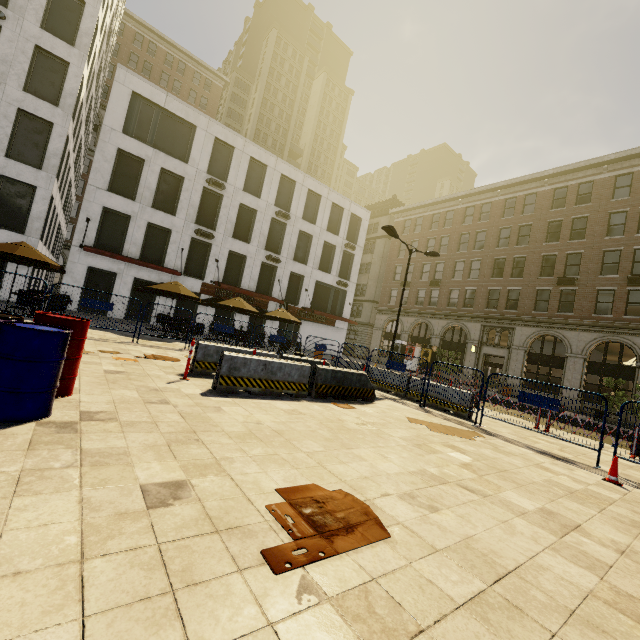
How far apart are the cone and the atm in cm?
2680

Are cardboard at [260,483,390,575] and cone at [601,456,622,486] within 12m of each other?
yes

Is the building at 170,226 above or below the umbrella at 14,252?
above

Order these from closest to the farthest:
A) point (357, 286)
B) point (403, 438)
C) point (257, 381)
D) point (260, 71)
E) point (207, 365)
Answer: point (403, 438) → point (257, 381) → point (207, 365) → point (357, 286) → point (260, 71)

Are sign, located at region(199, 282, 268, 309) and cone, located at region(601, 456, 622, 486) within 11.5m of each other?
no

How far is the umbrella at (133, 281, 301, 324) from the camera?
15.6 meters

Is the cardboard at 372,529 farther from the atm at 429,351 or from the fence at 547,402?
the atm at 429,351

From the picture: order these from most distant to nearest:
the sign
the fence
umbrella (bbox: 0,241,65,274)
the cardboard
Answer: the sign → umbrella (bbox: 0,241,65,274) → the fence → the cardboard
